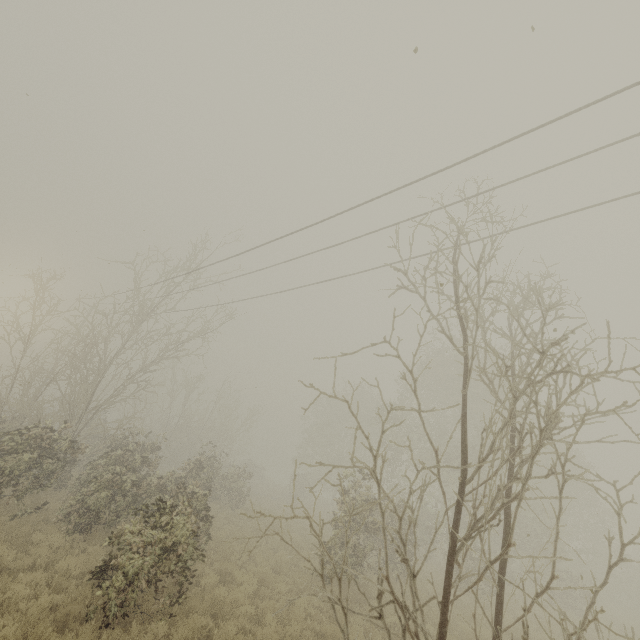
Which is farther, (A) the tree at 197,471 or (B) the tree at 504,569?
(A) the tree at 197,471

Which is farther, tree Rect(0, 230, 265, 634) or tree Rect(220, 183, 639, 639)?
tree Rect(0, 230, 265, 634)

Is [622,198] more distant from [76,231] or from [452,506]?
[76,231]
